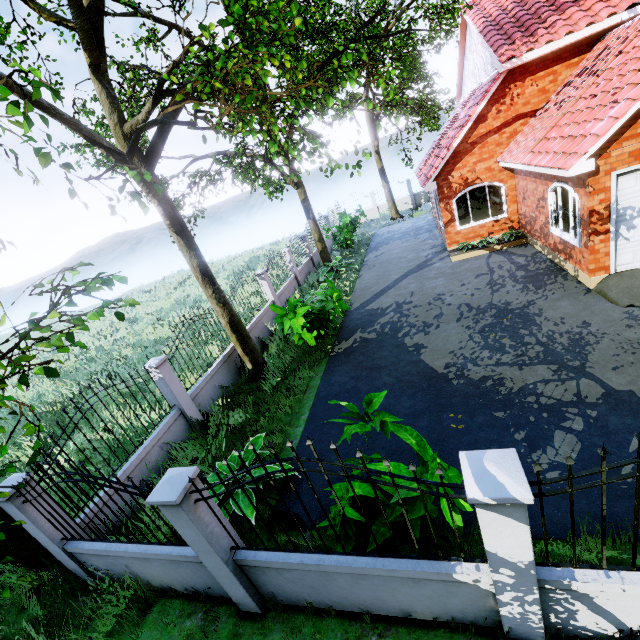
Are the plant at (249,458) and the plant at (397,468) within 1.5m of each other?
no

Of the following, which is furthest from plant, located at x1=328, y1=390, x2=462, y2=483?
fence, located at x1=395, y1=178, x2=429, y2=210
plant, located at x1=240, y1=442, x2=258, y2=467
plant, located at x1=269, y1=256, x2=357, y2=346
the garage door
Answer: fence, located at x1=395, y1=178, x2=429, y2=210

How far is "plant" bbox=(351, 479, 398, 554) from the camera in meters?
3.7 m

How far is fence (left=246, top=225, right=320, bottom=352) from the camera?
12.2 meters

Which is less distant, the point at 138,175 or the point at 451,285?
the point at 138,175

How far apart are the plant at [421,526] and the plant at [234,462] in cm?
246

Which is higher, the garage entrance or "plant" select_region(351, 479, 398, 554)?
"plant" select_region(351, 479, 398, 554)

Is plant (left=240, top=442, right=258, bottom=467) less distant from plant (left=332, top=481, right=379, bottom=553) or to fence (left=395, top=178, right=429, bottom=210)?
plant (left=332, top=481, right=379, bottom=553)
